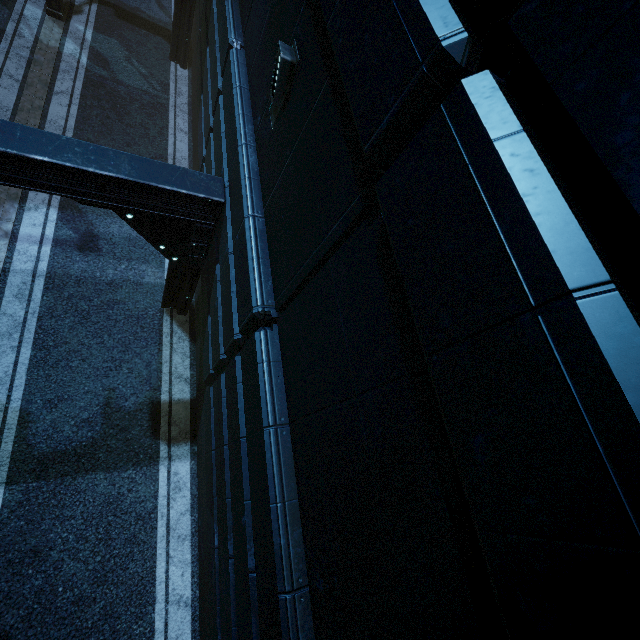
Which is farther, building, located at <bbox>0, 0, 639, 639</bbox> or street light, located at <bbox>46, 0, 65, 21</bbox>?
street light, located at <bbox>46, 0, 65, 21</bbox>

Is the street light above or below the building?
below

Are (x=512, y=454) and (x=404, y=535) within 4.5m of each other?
yes

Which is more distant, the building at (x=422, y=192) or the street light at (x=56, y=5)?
the street light at (x=56, y=5)

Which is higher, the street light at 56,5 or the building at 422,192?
the building at 422,192
